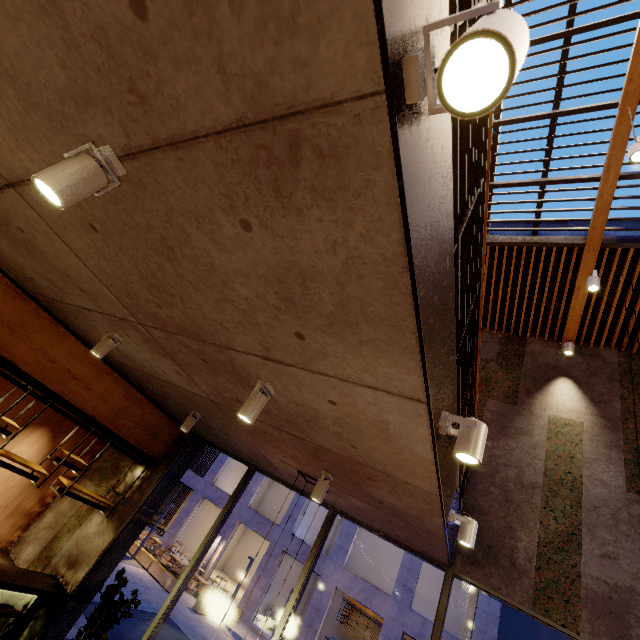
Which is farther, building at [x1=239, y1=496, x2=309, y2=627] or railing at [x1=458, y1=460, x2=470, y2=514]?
building at [x1=239, y1=496, x2=309, y2=627]

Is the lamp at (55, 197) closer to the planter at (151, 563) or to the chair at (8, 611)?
the chair at (8, 611)

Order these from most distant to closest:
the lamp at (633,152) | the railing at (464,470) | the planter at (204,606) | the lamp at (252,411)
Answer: the planter at (204,606), the railing at (464,470), the lamp at (633,152), the lamp at (252,411)

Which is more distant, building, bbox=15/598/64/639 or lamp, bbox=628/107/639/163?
building, bbox=15/598/64/639

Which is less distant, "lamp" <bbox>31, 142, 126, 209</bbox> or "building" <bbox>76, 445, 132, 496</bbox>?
"lamp" <bbox>31, 142, 126, 209</bbox>

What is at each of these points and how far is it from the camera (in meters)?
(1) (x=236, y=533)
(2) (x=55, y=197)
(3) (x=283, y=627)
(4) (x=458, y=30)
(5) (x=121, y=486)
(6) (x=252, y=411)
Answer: (1) building, 28.95
(2) lamp, 1.42
(3) window frame, 4.77
(4) railing, 1.41
(5) building, 7.37
(6) lamp, 2.66

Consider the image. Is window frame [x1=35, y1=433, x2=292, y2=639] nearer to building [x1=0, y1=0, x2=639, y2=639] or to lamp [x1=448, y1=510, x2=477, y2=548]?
building [x1=0, y1=0, x2=639, y2=639]

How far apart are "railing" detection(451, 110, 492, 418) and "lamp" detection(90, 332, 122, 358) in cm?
406
